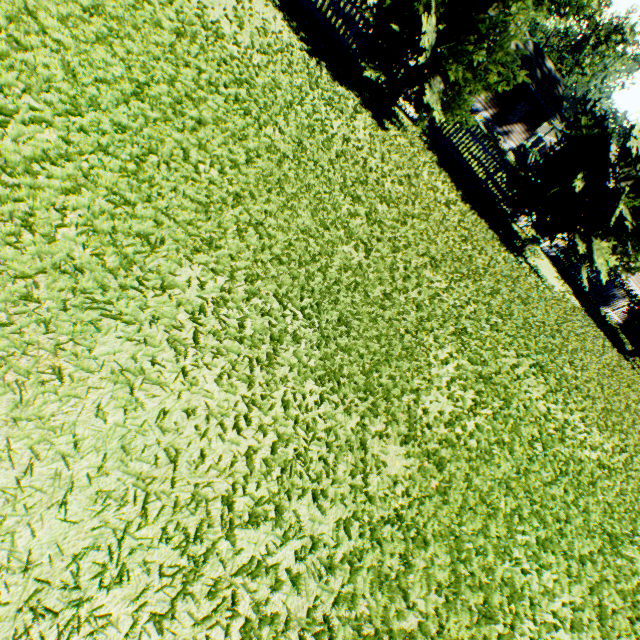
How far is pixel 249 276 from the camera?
3.35m

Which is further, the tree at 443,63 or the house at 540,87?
the house at 540,87

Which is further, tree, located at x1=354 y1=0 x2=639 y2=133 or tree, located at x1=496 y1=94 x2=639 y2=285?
tree, located at x1=496 y1=94 x2=639 y2=285

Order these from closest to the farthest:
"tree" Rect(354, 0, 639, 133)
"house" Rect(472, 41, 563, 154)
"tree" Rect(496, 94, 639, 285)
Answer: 1. "tree" Rect(354, 0, 639, 133)
2. "tree" Rect(496, 94, 639, 285)
3. "house" Rect(472, 41, 563, 154)

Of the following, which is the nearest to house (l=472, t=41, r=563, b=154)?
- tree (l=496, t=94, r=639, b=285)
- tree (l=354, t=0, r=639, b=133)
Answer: tree (l=354, t=0, r=639, b=133)

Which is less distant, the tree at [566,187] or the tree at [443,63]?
the tree at [443,63]

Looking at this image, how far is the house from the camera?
27.4m
